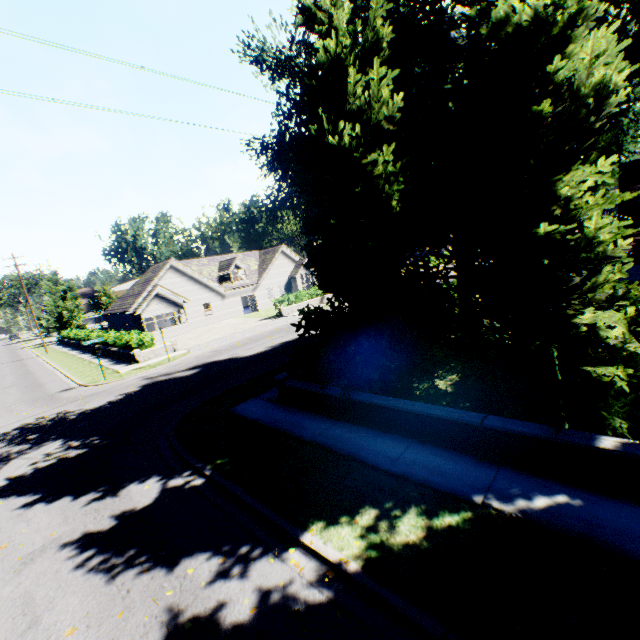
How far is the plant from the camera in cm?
5388

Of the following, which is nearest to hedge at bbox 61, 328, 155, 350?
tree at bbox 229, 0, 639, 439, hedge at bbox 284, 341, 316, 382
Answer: tree at bbox 229, 0, 639, 439

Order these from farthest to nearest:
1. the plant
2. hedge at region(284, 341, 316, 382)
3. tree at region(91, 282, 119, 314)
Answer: the plant → tree at region(91, 282, 119, 314) → hedge at region(284, 341, 316, 382)

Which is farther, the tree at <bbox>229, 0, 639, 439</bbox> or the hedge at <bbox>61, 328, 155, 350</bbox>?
the hedge at <bbox>61, 328, 155, 350</bbox>

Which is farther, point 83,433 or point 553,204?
point 83,433

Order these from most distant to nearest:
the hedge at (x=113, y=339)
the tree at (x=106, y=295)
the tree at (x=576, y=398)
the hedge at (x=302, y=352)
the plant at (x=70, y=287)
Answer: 1. the plant at (x=70, y=287)
2. the tree at (x=106, y=295)
3. the hedge at (x=113, y=339)
4. the hedge at (x=302, y=352)
5. the tree at (x=576, y=398)

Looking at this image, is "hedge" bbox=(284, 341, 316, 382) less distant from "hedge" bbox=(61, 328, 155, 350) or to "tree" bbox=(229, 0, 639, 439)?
"tree" bbox=(229, 0, 639, 439)

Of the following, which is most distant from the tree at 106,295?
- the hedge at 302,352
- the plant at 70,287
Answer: the plant at 70,287
